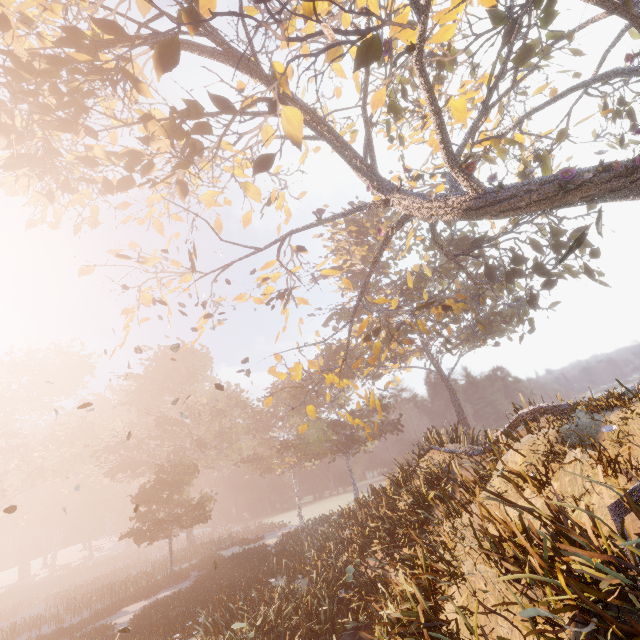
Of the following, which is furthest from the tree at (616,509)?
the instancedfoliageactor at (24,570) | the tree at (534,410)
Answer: the instancedfoliageactor at (24,570)

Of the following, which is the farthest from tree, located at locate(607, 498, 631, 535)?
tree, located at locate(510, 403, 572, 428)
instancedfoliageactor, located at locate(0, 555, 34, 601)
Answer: instancedfoliageactor, located at locate(0, 555, 34, 601)

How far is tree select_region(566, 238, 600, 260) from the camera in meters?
12.1

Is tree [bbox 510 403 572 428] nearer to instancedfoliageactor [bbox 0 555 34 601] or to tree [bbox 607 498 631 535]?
tree [bbox 607 498 631 535]

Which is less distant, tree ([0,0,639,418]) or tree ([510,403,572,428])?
tree ([0,0,639,418])

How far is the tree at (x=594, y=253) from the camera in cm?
1212

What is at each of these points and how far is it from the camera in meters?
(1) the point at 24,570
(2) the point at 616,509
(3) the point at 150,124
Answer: (1) instancedfoliageactor, 59.4
(2) tree, 3.8
(3) tree, 12.1
